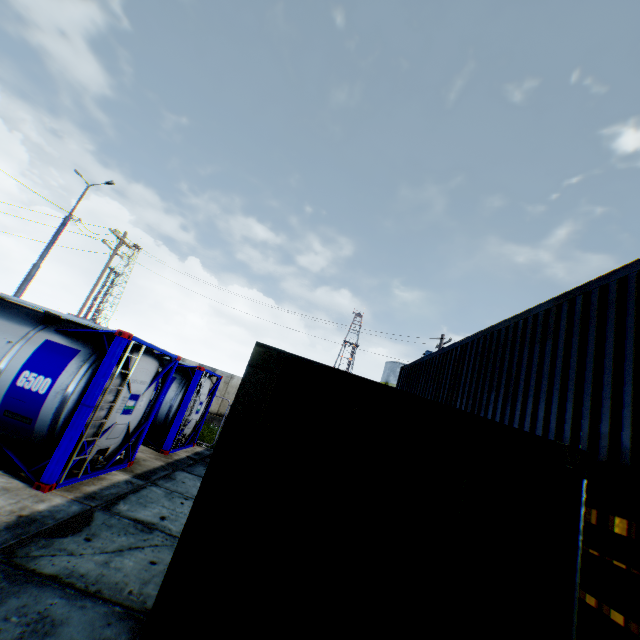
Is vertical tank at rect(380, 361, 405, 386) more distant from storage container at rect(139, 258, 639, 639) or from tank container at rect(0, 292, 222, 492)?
tank container at rect(0, 292, 222, 492)

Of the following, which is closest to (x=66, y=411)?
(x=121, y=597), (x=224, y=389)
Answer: (x=121, y=597)

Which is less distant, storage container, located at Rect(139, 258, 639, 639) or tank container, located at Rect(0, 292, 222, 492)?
storage container, located at Rect(139, 258, 639, 639)

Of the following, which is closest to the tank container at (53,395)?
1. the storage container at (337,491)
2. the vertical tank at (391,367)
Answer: the storage container at (337,491)

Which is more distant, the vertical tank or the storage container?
the vertical tank

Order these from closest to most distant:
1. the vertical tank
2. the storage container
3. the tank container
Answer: the storage container → the tank container → the vertical tank

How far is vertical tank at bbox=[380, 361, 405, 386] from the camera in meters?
40.9 m

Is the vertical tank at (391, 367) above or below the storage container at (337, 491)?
above
